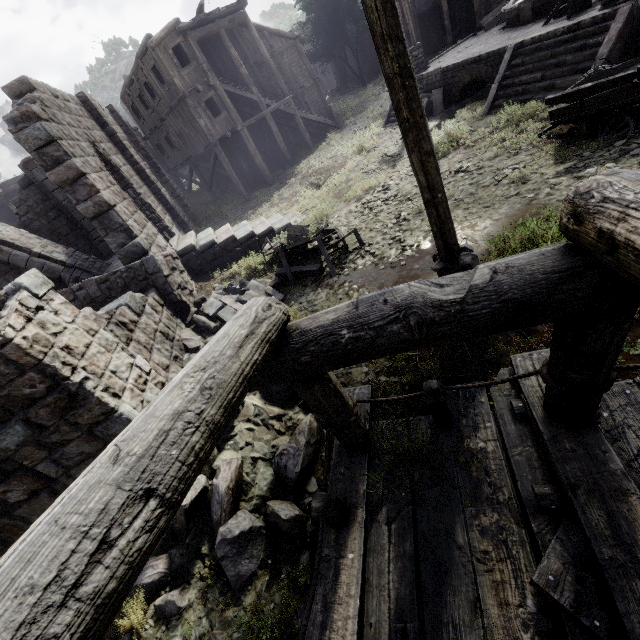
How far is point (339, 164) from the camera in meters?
17.6

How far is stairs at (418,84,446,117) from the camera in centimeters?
1539cm

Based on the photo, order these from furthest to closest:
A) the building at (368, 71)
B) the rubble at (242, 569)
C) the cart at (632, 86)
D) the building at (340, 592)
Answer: the building at (368, 71)
the cart at (632, 86)
the rubble at (242, 569)
the building at (340, 592)

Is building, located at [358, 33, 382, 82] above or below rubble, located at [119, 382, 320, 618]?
above

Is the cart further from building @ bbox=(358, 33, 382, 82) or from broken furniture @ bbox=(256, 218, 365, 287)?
broken furniture @ bbox=(256, 218, 365, 287)

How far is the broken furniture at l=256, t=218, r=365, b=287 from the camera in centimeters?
888cm

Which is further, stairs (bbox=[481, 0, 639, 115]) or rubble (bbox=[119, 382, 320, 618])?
stairs (bbox=[481, 0, 639, 115])

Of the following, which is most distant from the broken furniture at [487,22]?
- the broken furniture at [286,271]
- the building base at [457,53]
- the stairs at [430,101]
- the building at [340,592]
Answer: the broken furniture at [286,271]
